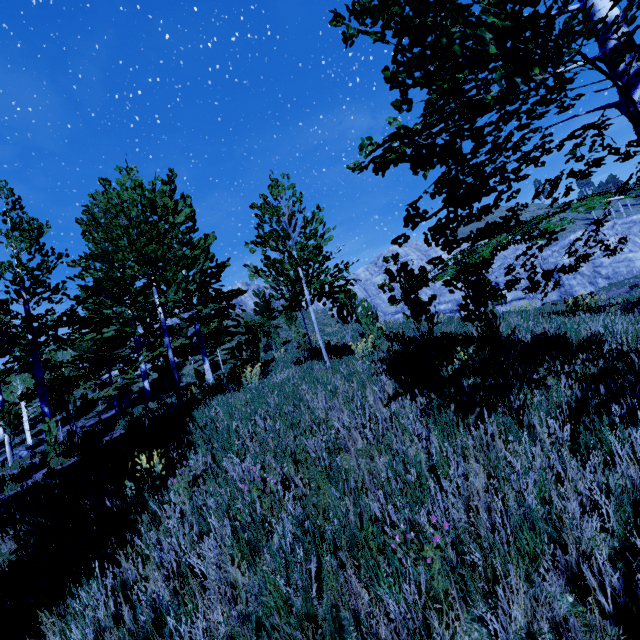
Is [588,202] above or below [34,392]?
below

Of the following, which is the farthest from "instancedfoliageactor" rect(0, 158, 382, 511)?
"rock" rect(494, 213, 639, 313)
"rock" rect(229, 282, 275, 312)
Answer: "rock" rect(229, 282, 275, 312)

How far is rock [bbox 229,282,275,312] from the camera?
50.47m

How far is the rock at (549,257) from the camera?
45.94m

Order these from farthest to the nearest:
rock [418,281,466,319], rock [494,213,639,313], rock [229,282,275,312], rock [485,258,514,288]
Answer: rock [229,282,275,312] → rock [485,258,514,288] → rock [418,281,466,319] → rock [494,213,639,313]

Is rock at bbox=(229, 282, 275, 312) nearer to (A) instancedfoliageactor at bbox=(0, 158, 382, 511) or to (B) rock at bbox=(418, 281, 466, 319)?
(B) rock at bbox=(418, 281, 466, 319)

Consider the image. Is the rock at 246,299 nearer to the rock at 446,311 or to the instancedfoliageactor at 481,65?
the rock at 446,311
